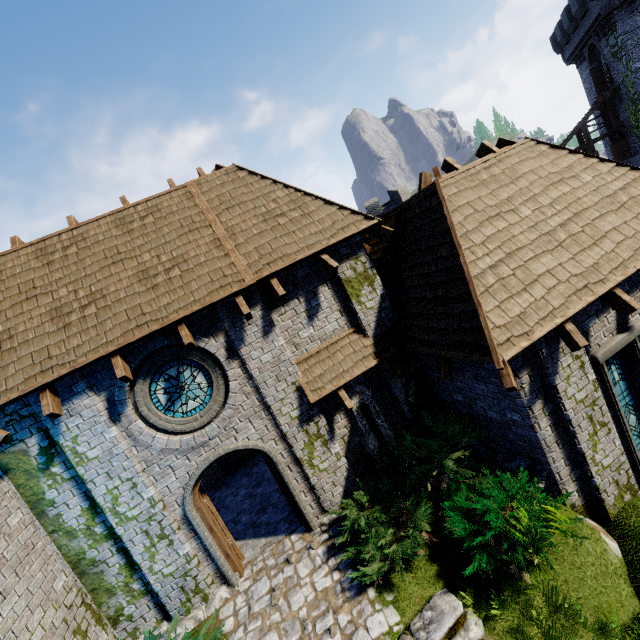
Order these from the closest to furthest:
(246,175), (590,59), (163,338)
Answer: (163,338)
(246,175)
(590,59)

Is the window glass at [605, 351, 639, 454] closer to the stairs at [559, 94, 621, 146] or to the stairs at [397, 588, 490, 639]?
the stairs at [397, 588, 490, 639]

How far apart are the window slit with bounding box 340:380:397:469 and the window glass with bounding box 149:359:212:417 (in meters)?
3.04

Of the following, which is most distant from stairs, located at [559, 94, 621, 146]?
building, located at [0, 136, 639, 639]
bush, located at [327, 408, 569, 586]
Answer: bush, located at [327, 408, 569, 586]

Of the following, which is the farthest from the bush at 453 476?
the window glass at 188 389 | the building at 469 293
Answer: the window glass at 188 389

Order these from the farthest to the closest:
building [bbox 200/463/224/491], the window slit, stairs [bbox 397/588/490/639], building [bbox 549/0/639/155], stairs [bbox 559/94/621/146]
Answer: stairs [bbox 559/94/621/146] → building [bbox 549/0/639/155] → building [bbox 200/463/224/491] → the window slit → stairs [bbox 397/588/490/639]

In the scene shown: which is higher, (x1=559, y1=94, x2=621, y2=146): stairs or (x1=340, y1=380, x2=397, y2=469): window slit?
(x1=559, y1=94, x2=621, y2=146): stairs

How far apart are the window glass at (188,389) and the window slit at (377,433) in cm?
304
